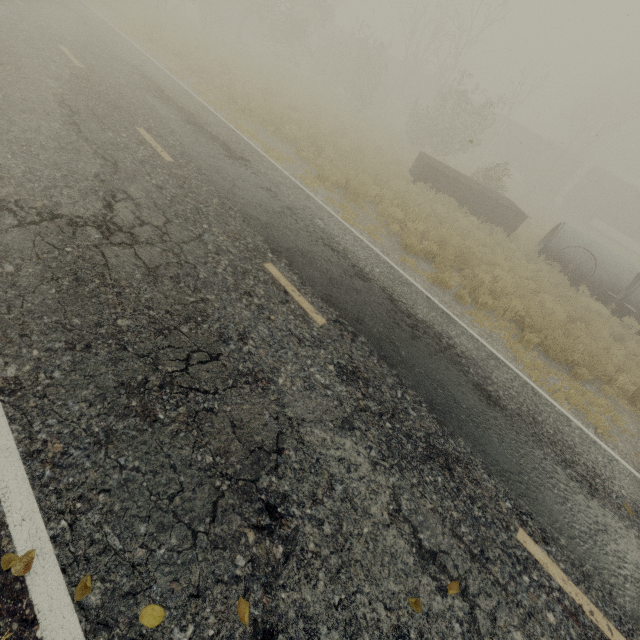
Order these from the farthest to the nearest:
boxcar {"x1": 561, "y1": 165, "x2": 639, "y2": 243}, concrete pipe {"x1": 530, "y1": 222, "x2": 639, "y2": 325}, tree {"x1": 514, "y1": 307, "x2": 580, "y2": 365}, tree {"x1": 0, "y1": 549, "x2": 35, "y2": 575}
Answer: boxcar {"x1": 561, "y1": 165, "x2": 639, "y2": 243}
concrete pipe {"x1": 530, "y1": 222, "x2": 639, "y2": 325}
tree {"x1": 514, "y1": 307, "x2": 580, "y2": 365}
tree {"x1": 0, "y1": 549, "x2": 35, "y2": 575}

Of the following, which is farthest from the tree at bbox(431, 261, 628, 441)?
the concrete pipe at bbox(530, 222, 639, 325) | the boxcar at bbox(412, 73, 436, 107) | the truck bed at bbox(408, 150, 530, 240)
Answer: the boxcar at bbox(412, 73, 436, 107)

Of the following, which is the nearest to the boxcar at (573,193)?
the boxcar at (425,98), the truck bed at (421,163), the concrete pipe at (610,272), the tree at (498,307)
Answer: the boxcar at (425,98)

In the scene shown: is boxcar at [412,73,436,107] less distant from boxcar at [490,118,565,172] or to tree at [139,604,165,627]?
boxcar at [490,118,565,172]

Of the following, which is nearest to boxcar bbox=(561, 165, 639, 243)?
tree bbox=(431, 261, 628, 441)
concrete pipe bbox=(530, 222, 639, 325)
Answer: tree bbox=(431, 261, 628, 441)

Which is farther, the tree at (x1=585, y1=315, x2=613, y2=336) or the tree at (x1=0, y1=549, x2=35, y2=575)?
the tree at (x1=585, y1=315, x2=613, y2=336)

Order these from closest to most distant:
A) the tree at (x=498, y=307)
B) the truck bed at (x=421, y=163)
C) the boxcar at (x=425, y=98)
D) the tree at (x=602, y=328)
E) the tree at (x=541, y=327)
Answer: the tree at (x=498, y=307) → the tree at (x=541, y=327) → the tree at (x=602, y=328) → the truck bed at (x=421, y=163) → the boxcar at (x=425, y=98)

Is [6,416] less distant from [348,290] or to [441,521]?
[441,521]
